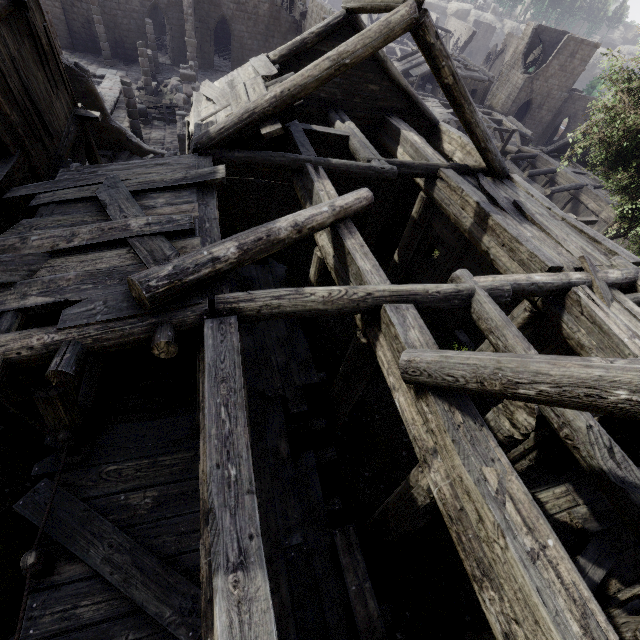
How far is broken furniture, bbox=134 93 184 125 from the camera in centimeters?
2092cm

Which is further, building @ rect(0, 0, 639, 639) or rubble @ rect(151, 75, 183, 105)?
rubble @ rect(151, 75, 183, 105)

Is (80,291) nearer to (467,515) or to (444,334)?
(467,515)

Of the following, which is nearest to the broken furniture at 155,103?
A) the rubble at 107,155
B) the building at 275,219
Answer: the building at 275,219

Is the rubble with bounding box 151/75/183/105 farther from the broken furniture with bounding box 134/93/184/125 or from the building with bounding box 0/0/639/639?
the broken furniture with bounding box 134/93/184/125

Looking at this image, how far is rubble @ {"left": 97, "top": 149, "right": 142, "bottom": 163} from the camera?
15.3m

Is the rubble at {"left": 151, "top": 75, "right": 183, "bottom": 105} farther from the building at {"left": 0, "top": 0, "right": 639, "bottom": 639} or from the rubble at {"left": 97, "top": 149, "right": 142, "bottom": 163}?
the rubble at {"left": 97, "top": 149, "right": 142, "bottom": 163}

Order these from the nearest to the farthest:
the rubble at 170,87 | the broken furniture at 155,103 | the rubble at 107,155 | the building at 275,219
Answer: the building at 275,219
the rubble at 107,155
the broken furniture at 155,103
the rubble at 170,87
